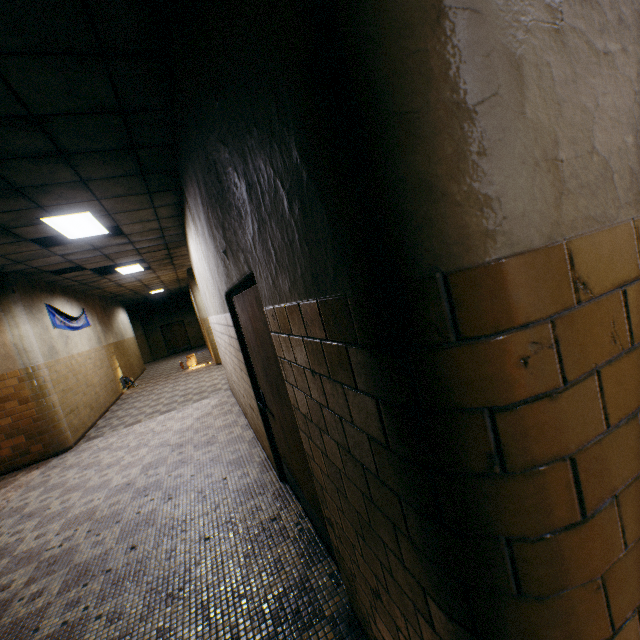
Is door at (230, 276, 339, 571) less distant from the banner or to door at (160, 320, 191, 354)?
the banner

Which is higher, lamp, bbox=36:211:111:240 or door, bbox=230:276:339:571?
lamp, bbox=36:211:111:240

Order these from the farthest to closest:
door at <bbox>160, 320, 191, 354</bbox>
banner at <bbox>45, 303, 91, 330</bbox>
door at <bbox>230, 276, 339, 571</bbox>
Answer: door at <bbox>160, 320, 191, 354</bbox> → banner at <bbox>45, 303, 91, 330</bbox> → door at <bbox>230, 276, 339, 571</bbox>

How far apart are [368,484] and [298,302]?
0.69m

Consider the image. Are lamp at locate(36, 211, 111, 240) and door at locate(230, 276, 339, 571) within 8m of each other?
yes

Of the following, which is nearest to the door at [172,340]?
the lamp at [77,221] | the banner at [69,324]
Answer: the banner at [69,324]

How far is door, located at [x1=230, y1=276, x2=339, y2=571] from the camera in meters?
2.3

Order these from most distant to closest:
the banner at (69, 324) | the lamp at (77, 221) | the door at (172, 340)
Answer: the door at (172, 340) < the banner at (69, 324) < the lamp at (77, 221)
